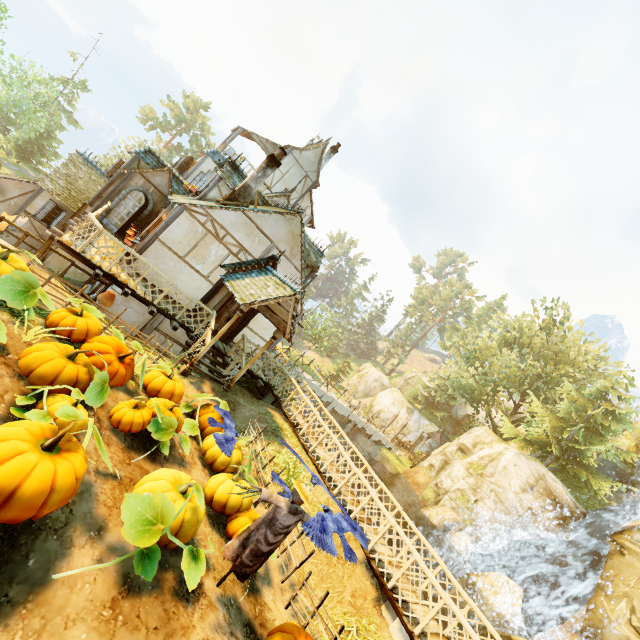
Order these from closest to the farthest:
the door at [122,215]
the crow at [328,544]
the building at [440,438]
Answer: the crow at [328,544], the door at [122,215], the building at [440,438]

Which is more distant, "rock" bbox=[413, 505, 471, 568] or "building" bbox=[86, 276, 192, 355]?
"rock" bbox=[413, 505, 471, 568]

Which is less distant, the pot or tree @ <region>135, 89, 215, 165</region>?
the pot

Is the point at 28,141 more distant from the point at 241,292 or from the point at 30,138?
the point at 241,292

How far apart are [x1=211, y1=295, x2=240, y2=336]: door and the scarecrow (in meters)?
9.08

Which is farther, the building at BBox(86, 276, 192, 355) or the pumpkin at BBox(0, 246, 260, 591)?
the building at BBox(86, 276, 192, 355)

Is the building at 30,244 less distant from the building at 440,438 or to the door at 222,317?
the door at 222,317

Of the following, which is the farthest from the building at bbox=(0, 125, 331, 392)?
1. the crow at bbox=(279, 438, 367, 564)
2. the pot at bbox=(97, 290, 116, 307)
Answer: the crow at bbox=(279, 438, 367, 564)
